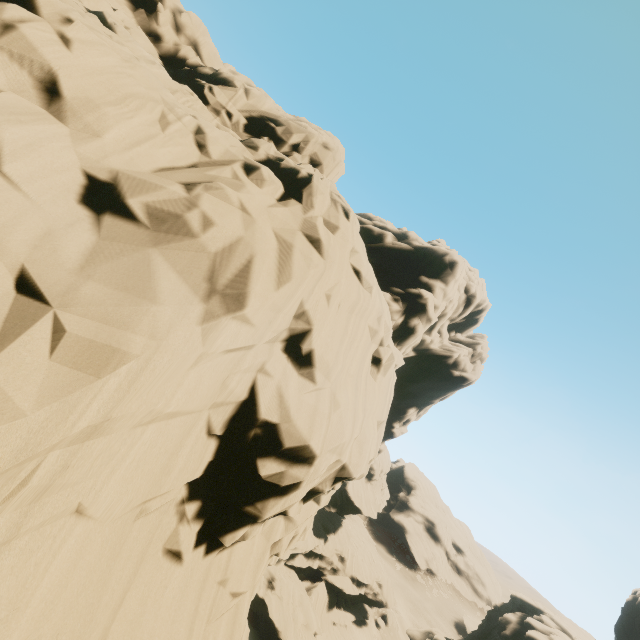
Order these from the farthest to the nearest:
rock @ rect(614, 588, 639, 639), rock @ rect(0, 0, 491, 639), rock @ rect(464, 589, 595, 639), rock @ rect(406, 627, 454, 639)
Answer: rock @ rect(614, 588, 639, 639) → rock @ rect(406, 627, 454, 639) → rock @ rect(464, 589, 595, 639) → rock @ rect(0, 0, 491, 639)

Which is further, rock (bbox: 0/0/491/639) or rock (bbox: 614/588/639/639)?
rock (bbox: 614/588/639/639)

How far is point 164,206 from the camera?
7.7m

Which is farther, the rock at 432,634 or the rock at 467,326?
the rock at 432,634
